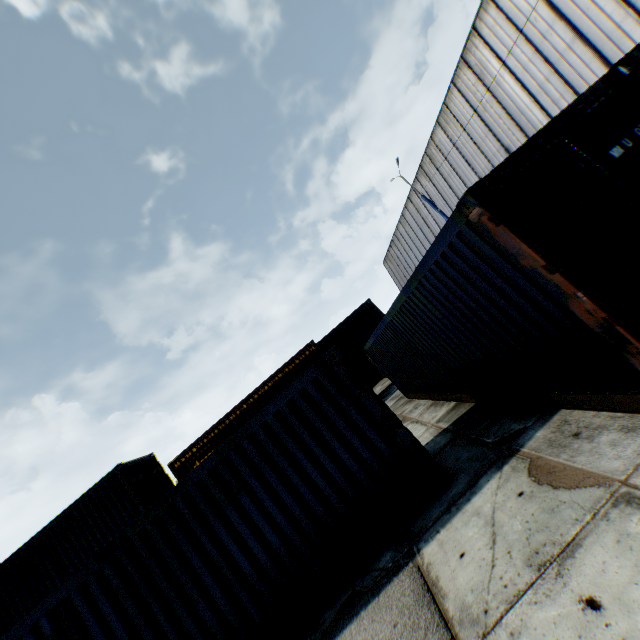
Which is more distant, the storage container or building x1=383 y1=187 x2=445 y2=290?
building x1=383 y1=187 x2=445 y2=290

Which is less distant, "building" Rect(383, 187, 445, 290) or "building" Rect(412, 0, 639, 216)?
"building" Rect(412, 0, 639, 216)

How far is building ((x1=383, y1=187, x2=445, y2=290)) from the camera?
28.94m

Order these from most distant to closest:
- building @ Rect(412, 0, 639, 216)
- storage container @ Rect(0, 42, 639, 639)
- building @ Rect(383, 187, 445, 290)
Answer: building @ Rect(383, 187, 445, 290)
building @ Rect(412, 0, 639, 216)
storage container @ Rect(0, 42, 639, 639)

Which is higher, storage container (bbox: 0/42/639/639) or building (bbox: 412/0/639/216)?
building (bbox: 412/0/639/216)

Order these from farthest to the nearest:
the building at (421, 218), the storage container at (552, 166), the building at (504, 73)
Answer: the building at (421, 218), the building at (504, 73), the storage container at (552, 166)

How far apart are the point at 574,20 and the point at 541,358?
16.3m

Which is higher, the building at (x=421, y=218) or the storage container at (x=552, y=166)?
the building at (x=421, y=218)
